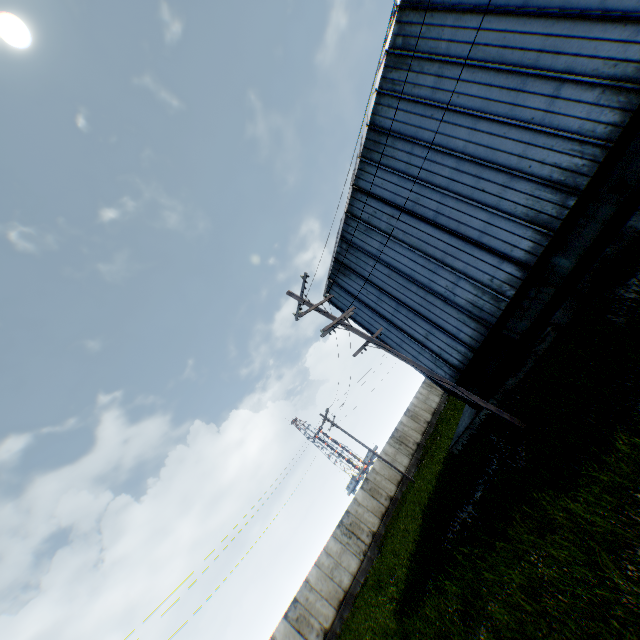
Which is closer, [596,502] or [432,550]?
[596,502]
